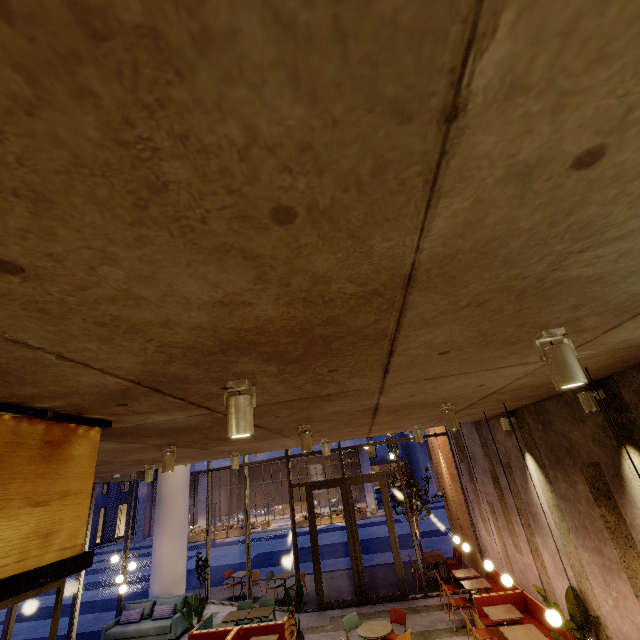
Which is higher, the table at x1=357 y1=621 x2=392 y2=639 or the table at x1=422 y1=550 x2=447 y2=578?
the table at x1=422 y1=550 x2=447 y2=578

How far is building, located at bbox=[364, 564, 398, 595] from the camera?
10.9 meters

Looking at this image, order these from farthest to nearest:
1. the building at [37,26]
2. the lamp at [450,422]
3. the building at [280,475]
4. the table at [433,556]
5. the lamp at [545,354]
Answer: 1. the building at [280,475]
2. the table at [433,556]
3. the lamp at [450,422]
4. the lamp at [545,354]
5. the building at [37,26]

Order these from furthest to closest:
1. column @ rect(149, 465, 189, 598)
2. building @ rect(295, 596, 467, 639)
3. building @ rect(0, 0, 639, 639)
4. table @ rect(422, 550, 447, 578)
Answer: column @ rect(149, 465, 189, 598) < table @ rect(422, 550, 447, 578) < building @ rect(295, 596, 467, 639) < building @ rect(0, 0, 639, 639)

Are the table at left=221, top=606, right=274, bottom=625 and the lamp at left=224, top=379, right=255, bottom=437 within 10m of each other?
yes

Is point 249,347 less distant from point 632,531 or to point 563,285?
point 563,285

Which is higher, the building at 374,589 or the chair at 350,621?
the chair at 350,621

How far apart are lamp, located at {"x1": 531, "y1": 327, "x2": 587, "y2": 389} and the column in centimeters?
1418cm
